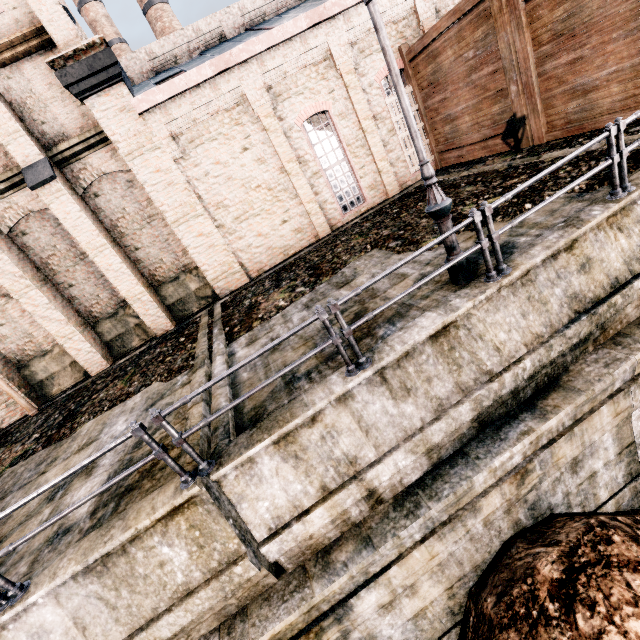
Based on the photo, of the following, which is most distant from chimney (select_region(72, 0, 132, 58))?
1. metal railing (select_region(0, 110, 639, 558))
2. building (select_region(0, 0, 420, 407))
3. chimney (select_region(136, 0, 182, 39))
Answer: metal railing (select_region(0, 110, 639, 558))

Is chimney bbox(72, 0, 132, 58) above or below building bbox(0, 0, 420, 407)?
above

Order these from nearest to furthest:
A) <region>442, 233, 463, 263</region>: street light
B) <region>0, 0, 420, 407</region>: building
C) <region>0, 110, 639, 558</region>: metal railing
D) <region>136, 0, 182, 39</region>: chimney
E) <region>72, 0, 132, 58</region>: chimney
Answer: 1. <region>0, 110, 639, 558</region>: metal railing
2. <region>442, 233, 463, 263</region>: street light
3. <region>0, 0, 420, 407</region>: building
4. <region>72, 0, 132, 58</region>: chimney
5. <region>136, 0, 182, 39</region>: chimney

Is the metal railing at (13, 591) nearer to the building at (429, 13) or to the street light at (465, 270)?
the street light at (465, 270)

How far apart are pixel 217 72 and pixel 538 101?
11.86m

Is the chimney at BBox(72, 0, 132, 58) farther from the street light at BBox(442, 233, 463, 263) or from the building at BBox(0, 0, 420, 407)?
the street light at BBox(442, 233, 463, 263)

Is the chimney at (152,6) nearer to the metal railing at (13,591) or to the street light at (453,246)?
the street light at (453,246)

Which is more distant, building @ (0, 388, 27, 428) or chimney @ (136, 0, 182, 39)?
chimney @ (136, 0, 182, 39)
